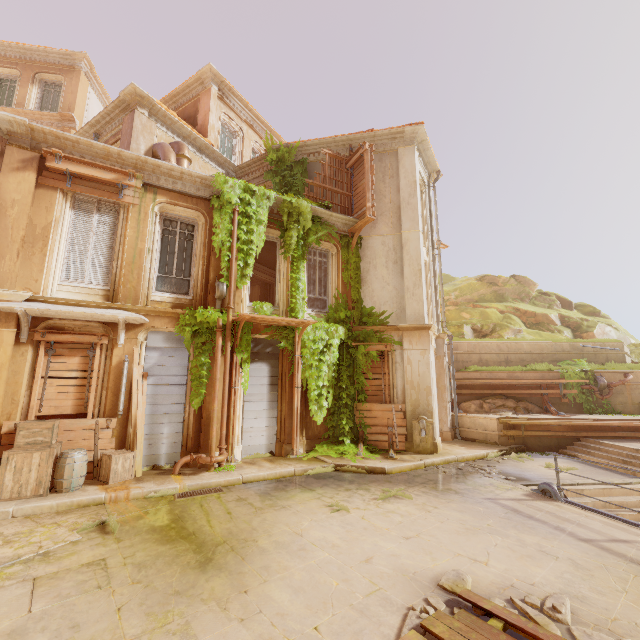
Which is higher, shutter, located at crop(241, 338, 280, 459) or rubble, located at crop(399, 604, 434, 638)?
shutter, located at crop(241, 338, 280, 459)

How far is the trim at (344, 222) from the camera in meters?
12.4

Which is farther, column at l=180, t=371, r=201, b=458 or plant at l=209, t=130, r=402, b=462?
plant at l=209, t=130, r=402, b=462

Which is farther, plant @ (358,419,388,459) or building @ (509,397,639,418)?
building @ (509,397,639,418)

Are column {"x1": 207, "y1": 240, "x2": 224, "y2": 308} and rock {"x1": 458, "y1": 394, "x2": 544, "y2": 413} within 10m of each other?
no

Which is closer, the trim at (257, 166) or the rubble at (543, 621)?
the rubble at (543, 621)

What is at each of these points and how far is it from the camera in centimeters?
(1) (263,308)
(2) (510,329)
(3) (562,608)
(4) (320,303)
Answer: (1) plant, 1130cm
(2) rock, 2081cm
(3) rubble, 366cm
(4) wallpaper, 1911cm

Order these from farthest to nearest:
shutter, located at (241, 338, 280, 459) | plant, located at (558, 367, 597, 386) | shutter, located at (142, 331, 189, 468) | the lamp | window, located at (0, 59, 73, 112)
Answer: window, located at (0, 59, 73, 112)
plant, located at (558, 367, 597, 386)
shutter, located at (241, 338, 280, 459)
shutter, located at (142, 331, 189, 468)
the lamp
